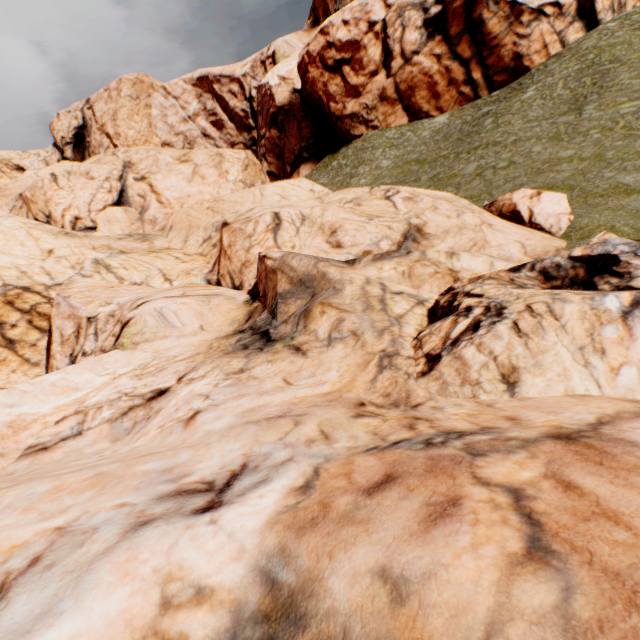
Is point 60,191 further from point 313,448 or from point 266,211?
point 313,448
